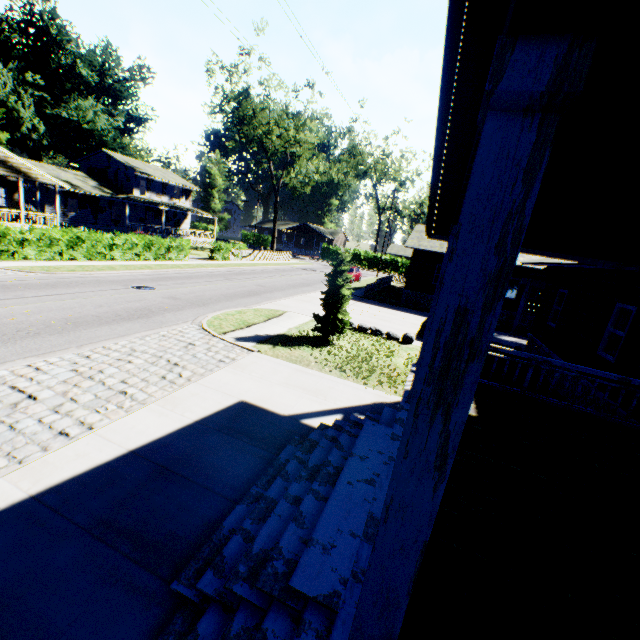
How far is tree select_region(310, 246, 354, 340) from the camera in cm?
1202

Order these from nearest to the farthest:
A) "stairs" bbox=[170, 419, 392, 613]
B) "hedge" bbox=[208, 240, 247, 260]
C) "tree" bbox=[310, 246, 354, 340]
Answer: "stairs" bbox=[170, 419, 392, 613], "tree" bbox=[310, 246, 354, 340], "hedge" bbox=[208, 240, 247, 260]

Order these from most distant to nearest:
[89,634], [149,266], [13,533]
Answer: [149,266], [13,533], [89,634]

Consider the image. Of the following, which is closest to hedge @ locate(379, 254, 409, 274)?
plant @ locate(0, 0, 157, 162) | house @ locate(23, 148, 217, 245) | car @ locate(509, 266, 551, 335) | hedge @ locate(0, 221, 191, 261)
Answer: house @ locate(23, 148, 217, 245)

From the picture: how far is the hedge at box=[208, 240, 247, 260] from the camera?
31.73m

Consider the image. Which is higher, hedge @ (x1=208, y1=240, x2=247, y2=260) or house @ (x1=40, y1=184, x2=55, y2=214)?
house @ (x1=40, y1=184, x2=55, y2=214)

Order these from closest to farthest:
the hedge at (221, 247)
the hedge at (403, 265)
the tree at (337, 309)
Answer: the tree at (337, 309) < the hedge at (221, 247) < the hedge at (403, 265)

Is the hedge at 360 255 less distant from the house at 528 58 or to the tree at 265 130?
the tree at 265 130
